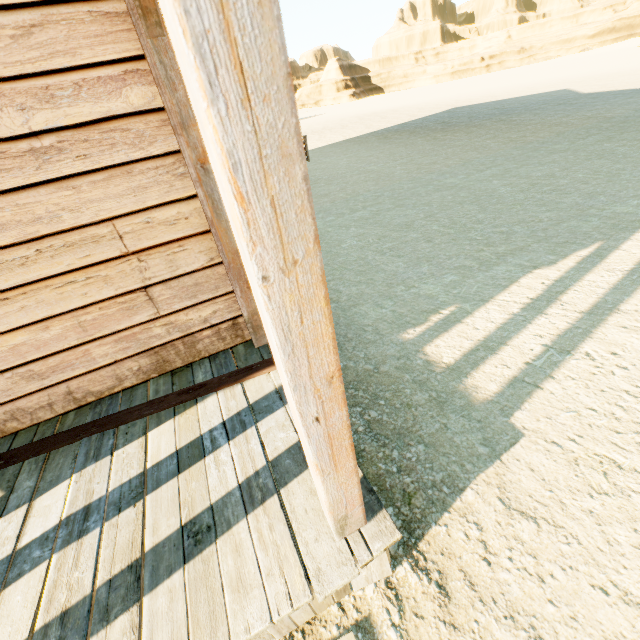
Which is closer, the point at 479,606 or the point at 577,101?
the point at 479,606
